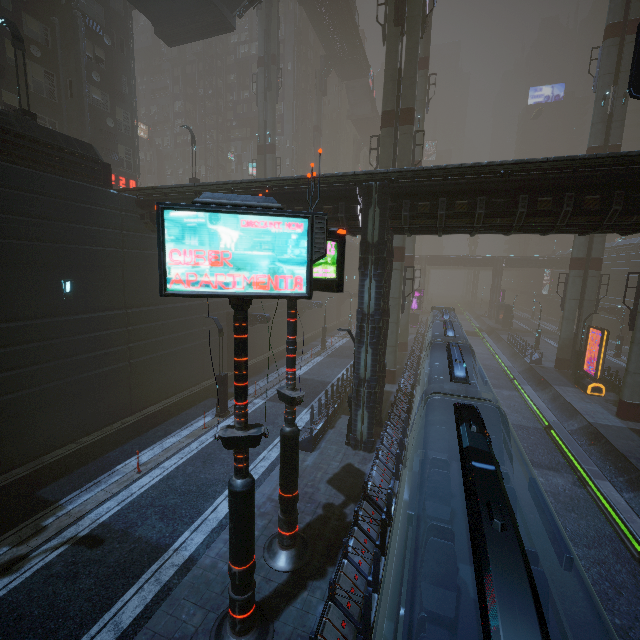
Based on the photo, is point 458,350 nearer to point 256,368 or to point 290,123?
point 256,368

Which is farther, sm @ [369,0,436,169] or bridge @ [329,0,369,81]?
bridge @ [329,0,369,81]

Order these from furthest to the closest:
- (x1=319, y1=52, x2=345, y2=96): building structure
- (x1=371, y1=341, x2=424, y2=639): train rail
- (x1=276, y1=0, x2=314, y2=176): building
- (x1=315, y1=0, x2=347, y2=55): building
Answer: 1. (x1=276, y1=0, x2=314, y2=176): building
2. (x1=319, y1=52, x2=345, y2=96): building structure
3. (x1=315, y1=0, x2=347, y2=55): building
4. (x1=371, y1=341, x2=424, y2=639): train rail

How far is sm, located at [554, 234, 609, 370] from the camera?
27.31m

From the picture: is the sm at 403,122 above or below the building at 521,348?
above

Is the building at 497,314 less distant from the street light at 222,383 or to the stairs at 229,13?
the street light at 222,383

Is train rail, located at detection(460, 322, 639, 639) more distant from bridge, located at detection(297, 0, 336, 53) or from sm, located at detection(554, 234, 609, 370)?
bridge, located at detection(297, 0, 336, 53)

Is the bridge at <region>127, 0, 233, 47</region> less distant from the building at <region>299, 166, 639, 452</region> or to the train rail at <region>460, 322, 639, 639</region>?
the building at <region>299, 166, 639, 452</region>
